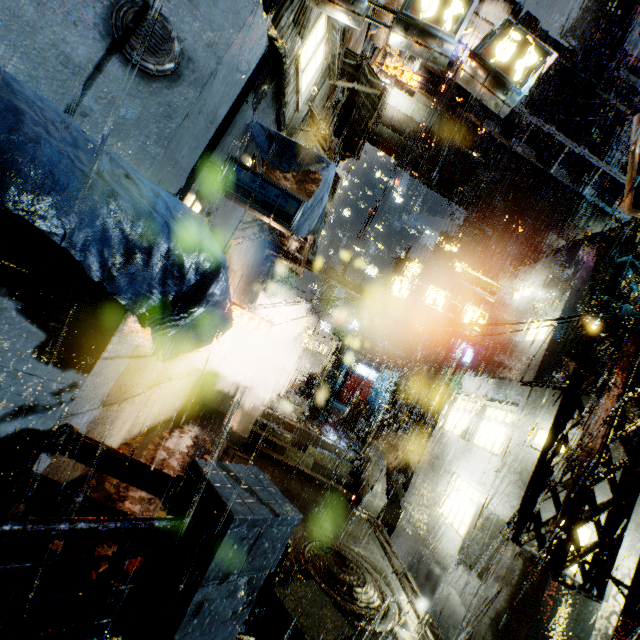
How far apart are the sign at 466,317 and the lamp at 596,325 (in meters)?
9.48

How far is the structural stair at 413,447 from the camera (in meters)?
20.23

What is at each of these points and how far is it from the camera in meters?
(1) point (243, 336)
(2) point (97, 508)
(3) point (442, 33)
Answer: (1) building, 18.1 m
(2) pipe, 4.9 m
(3) sign, 6.7 m

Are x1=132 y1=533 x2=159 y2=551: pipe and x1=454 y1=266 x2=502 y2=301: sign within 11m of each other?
no

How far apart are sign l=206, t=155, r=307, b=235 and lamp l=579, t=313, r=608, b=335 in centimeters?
613cm

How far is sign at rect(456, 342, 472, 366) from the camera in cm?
2895

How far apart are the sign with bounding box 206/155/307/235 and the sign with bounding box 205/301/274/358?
6.8m

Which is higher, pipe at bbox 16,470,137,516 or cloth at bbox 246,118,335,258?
cloth at bbox 246,118,335,258
